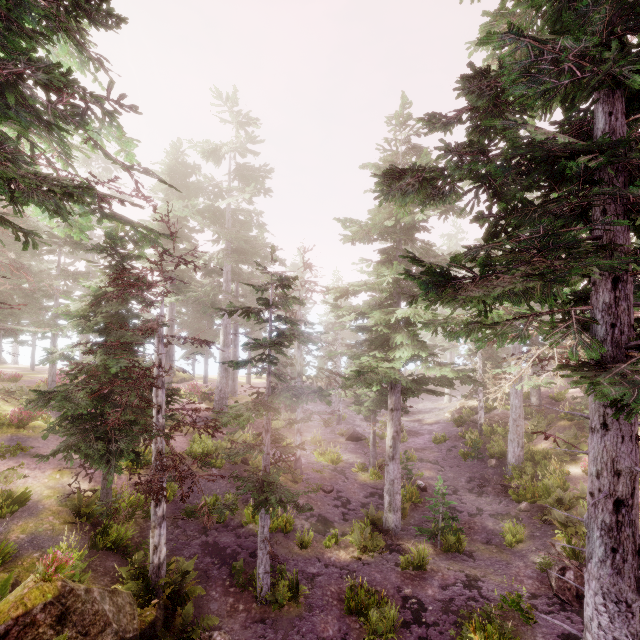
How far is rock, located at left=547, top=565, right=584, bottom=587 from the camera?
11.2 meters

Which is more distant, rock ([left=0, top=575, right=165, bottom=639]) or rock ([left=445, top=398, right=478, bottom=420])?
rock ([left=445, top=398, right=478, bottom=420])

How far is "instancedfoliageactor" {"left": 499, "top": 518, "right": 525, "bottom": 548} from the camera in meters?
14.4 m

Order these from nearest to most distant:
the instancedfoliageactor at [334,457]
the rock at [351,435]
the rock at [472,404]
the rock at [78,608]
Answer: the rock at [78,608]
the instancedfoliageactor at [334,457]
the rock at [351,435]
the rock at [472,404]

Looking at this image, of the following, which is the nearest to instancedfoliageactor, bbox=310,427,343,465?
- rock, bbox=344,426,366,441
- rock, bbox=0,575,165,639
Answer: rock, bbox=0,575,165,639

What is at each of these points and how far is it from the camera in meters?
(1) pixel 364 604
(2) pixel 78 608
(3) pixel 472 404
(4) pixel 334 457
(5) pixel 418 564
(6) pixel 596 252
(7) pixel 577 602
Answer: (1) instancedfoliageactor, 10.7
(2) rock, 6.4
(3) rock, 31.9
(4) instancedfoliageactor, 22.0
(5) instancedfoliageactor, 12.5
(6) instancedfoliageactor, 5.9
(7) rock, 10.8

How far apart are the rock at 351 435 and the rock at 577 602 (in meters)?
15.53
